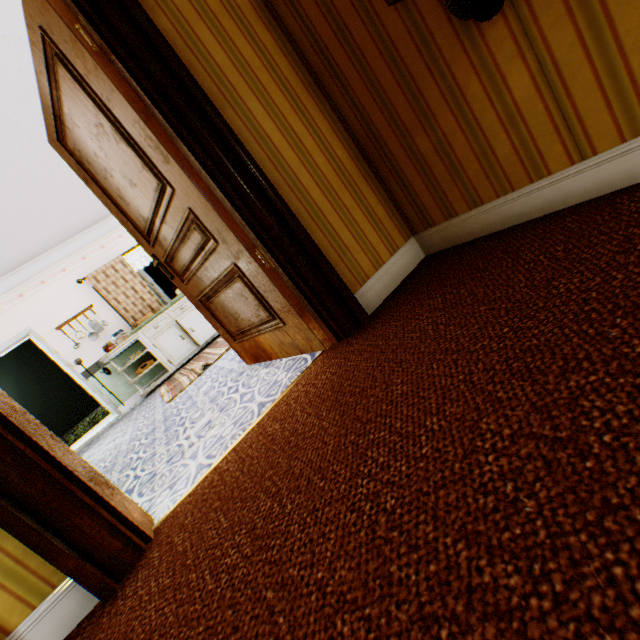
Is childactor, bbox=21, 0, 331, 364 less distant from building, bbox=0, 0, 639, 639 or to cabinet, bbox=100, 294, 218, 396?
building, bbox=0, 0, 639, 639

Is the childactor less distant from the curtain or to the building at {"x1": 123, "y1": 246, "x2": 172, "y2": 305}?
the building at {"x1": 123, "y1": 246, "x2": 172, "y2": 305}

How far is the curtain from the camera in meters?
6.3 m

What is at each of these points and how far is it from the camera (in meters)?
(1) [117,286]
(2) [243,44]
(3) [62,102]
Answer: (1) curtain, 6.45
(2) building, 1.70
(3) childactor, 1.87

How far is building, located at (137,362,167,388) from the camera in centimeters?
661cm

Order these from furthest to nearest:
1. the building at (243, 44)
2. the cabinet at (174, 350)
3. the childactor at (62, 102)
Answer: the cabinet at (174, 350), the childactor at (62, 102), the building at (243, 44)

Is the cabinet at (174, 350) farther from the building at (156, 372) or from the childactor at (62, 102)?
the childactor at (62, 102)
